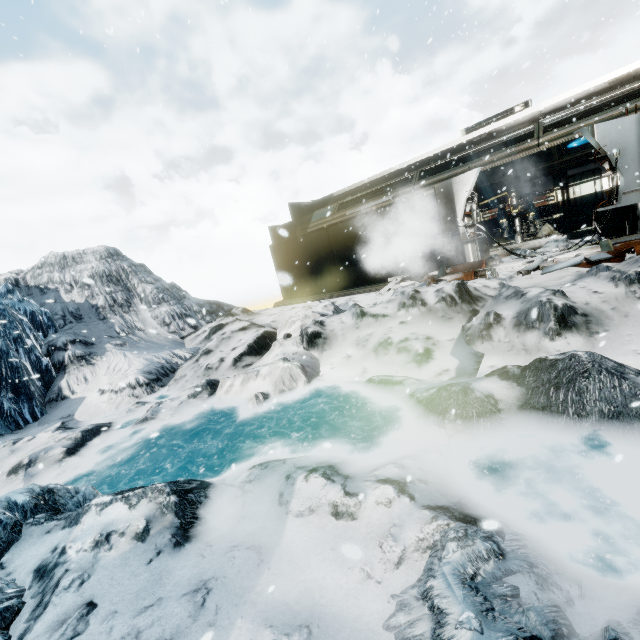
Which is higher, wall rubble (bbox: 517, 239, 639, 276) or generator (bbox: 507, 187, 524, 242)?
generator (bbox: 507, 187, 524, 242)

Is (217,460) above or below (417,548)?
below

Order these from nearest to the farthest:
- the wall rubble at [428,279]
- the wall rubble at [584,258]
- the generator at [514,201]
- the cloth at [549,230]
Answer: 1. the wall rubble at [584,258]
2. the wall rubble at [428,279]
3. the cloth at [549,230]
4. the generator at [514,201]

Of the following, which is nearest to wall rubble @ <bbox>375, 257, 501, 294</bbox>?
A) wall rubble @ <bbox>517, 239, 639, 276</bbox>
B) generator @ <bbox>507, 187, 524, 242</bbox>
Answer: wall rubble @ <bbox>517, 239, 639, 276</bbox>

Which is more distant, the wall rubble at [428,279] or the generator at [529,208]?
the generator at [529,208]

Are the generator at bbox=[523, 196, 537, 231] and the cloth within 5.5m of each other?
yes

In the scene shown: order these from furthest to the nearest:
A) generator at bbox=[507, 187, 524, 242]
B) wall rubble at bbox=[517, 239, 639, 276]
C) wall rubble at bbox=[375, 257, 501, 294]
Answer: generator at bbox=[507, 187, 524, 242] < wall rubble at bbox=[375, 257, 501, 294] < wall rubble at bbox=[517, 239, 639, 276]

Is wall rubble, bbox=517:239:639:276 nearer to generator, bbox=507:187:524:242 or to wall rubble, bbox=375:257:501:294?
wall rubble, bbox=375:257:501:294
